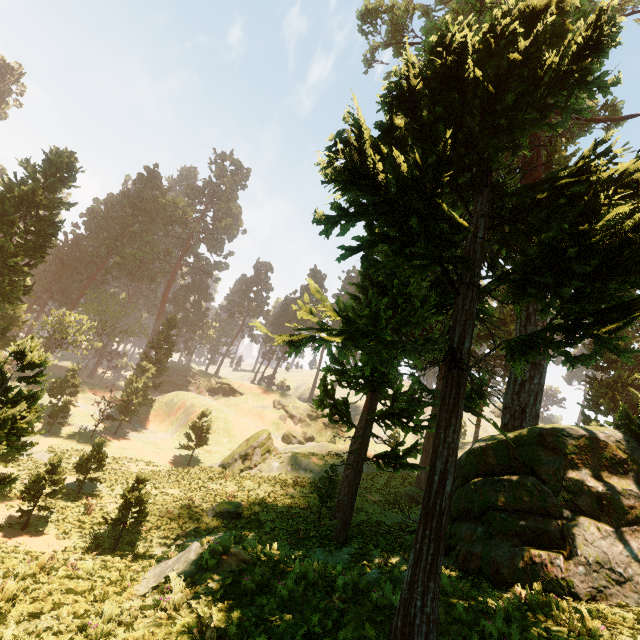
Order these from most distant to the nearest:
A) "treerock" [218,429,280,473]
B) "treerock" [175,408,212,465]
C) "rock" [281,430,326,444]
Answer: "rock" [281,430,326,444], "treerock" [175,408,212,465], "treerock" [218,429,280,473]

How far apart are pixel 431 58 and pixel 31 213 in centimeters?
3244cm

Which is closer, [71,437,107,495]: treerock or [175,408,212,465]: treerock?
[71,437,107,495]: treerock

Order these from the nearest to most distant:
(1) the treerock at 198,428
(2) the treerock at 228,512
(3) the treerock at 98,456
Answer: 1. (2) the treerock at 228,512
2. (3) the treerock at 98,456
3. (1) the treerock at 198,428

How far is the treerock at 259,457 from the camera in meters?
31.8

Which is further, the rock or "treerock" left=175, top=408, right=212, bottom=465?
the rock
